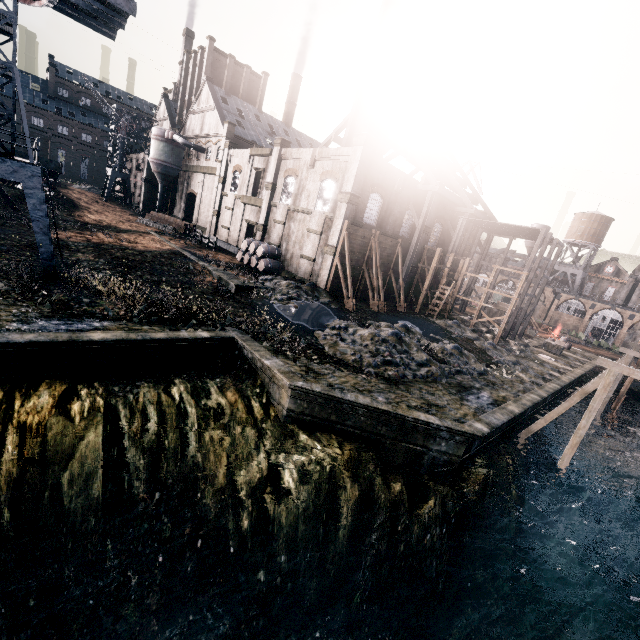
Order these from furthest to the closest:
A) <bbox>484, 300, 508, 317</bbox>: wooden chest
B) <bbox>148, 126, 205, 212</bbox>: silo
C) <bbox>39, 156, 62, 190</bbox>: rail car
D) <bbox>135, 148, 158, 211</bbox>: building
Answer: <bbox>135, 148, 158, 211</bbox>: building → <bbox>148, 126, 205, 212</bbox>: silo → <bbox>484, 300, 508, 317</bbox>: wooden chest → <bbox>39, 156, 62, 190</bbox>: rail car

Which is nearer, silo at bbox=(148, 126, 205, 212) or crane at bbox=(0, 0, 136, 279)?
crane at bbox=(0, 0, 136, 279)

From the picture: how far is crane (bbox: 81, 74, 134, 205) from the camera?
53.9 meters

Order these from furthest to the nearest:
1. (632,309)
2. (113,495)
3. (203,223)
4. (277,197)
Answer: (632,309) → (203,223) → (277,197) → (113,495)

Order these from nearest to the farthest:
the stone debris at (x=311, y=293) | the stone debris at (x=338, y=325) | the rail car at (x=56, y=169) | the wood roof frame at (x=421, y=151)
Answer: the stone debris at (x=338, y=325) → the stone debris at (x=311, y=293) → the wood roof frame at (x=421, y=151) → the rail car at (x=56, y=169)

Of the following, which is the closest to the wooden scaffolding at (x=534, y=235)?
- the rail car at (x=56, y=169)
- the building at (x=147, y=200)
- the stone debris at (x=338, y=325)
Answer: the building at (x=147, y=200)

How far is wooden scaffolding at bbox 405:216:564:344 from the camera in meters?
32.7

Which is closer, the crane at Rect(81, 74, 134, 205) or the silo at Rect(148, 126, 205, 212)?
the silo at Rect(148, 126, 205, 212)
